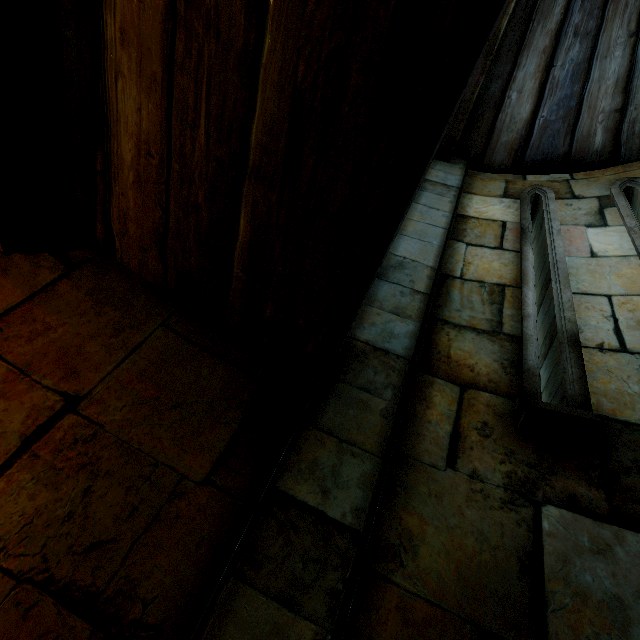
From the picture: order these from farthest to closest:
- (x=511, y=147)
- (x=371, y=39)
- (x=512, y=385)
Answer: (x=511, y=147) → (x=512, y=385) → (x=371, y=39)
